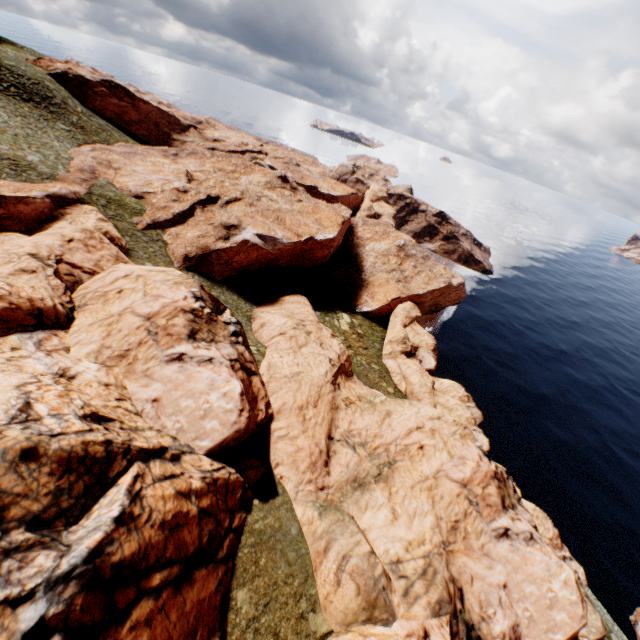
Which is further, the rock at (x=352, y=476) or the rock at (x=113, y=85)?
the rock at (x=113, y=85)

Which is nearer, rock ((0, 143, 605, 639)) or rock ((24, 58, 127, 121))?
rock ((0, 143, 605, 639))

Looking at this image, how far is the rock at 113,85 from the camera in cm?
5422

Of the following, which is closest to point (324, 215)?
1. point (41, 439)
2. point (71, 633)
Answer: point (41, 439)

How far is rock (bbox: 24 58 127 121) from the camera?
54.2 meters
